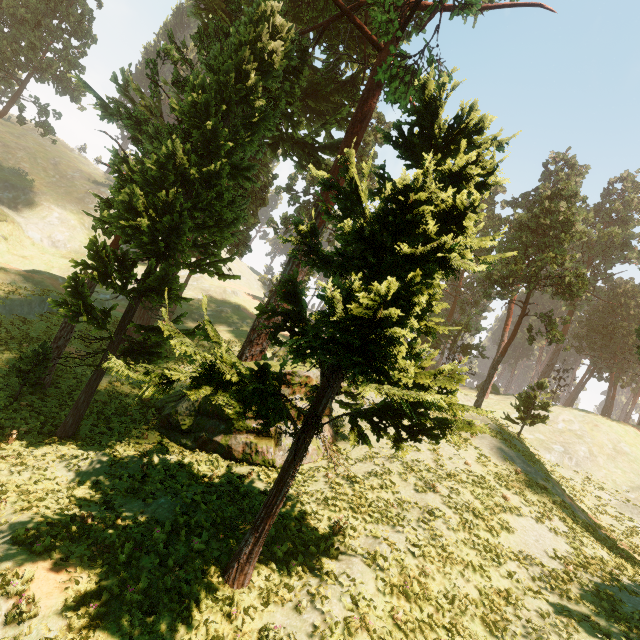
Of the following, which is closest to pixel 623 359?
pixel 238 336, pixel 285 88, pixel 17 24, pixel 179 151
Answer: pixel 238 336
